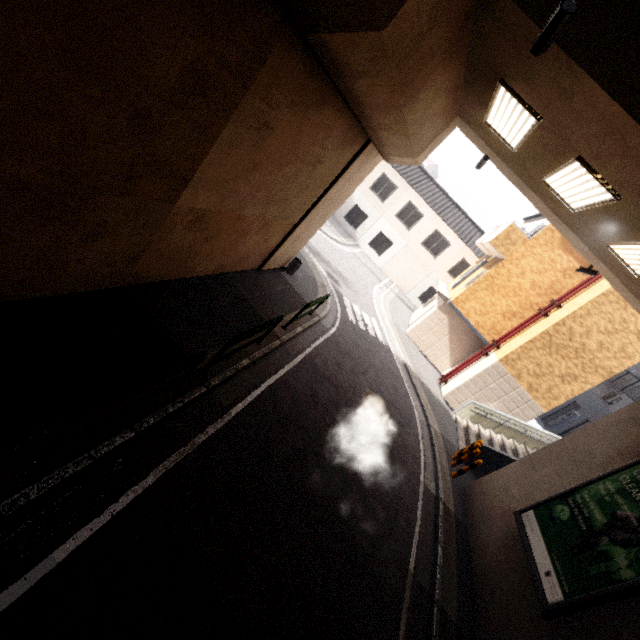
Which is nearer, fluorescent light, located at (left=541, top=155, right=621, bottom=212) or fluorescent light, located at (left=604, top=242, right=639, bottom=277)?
fluorescent light, located at (left=541, top=155, right=621, bottom=212)

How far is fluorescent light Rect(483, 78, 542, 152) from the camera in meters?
5.5

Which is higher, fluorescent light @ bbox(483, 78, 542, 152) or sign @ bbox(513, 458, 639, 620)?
fluorescent light @ bbox(483, 78, 542, 152)

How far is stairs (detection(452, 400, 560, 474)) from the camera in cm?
1159

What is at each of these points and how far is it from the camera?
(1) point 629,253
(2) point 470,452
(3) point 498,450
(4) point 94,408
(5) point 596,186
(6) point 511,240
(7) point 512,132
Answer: (1) fluorescent light, 6.5m
(2) bollard, 10.8m
(3) stairs, 11.5m
(4) barrier, 3.5m
(5) fluorescent light, 5.6m
(6) balcony, 14.7m
(7) fluorescent light, 6.6m

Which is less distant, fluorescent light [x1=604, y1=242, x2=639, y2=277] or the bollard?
fluorescent light [x1=604, y1=242, x2=639, y2=277]

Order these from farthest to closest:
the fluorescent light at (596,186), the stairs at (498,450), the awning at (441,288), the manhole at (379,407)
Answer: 1. the awning at (441,288)
2. the stairs at (498,450)
3. the manhole at (379,407)
4. the fluorescent light at (596,186)

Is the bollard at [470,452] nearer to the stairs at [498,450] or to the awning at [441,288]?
the stairs at [498,450]
